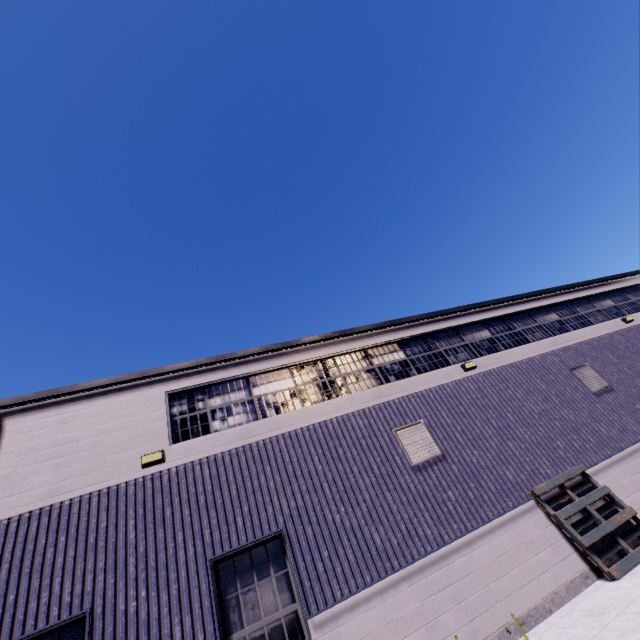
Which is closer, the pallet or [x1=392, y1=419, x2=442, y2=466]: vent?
the pallet

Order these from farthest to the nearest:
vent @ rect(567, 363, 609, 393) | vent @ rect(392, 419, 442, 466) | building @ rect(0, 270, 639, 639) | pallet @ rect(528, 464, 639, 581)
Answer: vent @ rect(567, 363, 609, 393)
vent @ rect(392, 419, 442, 466)
pallet @ rect(528, 464, 639, 581)
building @ rect(0, 270, 639, 639)

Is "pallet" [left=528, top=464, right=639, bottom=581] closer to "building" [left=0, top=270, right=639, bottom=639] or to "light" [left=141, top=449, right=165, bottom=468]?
"building" [left=0, top=270, right=639, bottom=639]

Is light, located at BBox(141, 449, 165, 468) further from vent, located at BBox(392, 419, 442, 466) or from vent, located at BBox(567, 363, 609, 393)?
vent, located at BBox(567, 363, 609, 393)

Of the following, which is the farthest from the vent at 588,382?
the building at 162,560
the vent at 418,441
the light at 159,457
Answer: the light at 159,457

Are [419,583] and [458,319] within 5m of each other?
no

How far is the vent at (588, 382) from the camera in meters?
10.8

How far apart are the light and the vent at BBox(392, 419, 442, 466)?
5.58m
